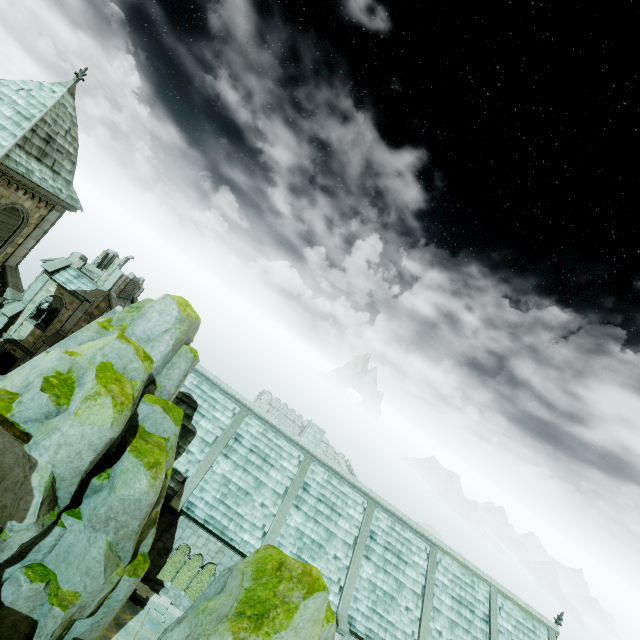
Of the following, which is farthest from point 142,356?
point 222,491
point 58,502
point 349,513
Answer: point 349,513

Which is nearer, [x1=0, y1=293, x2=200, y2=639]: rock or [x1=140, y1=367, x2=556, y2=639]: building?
[x1=0, y1=293, x2=200, y2=639]: rock

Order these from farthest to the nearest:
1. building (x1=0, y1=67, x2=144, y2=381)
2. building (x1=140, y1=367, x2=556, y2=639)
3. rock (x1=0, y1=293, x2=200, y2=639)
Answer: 1. building (x1=140, y1=367, x2=556, y2=639)
2. building (x1=0, y1=67, x2=144, y2=381)
3. rock (x1=0, y1=293, x2=200, y2=639)

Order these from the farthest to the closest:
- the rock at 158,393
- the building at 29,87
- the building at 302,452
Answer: the building at 302,452 → the building at 29,87 → the rock at 158,393

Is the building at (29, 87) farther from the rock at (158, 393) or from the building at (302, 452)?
the rock at (158, 393)

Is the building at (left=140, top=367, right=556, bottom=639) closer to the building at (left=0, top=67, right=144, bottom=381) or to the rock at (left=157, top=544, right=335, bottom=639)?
the rock at (left=157, top=544, right=335, bottom=639)

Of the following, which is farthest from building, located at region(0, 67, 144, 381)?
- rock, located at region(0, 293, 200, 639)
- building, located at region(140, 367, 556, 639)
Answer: rock, located at region(0, 293, 200, 639)
